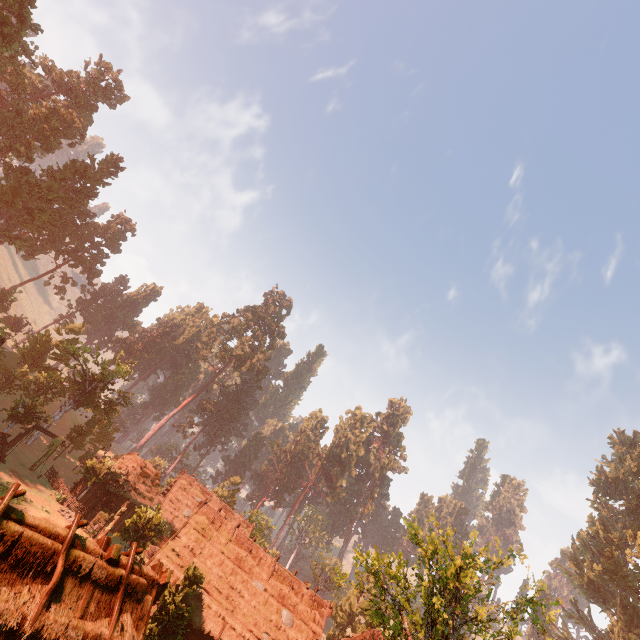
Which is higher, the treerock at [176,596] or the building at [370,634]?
the building at [370,634]

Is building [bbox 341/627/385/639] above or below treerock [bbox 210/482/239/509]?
below

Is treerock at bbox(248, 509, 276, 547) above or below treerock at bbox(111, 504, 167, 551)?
above

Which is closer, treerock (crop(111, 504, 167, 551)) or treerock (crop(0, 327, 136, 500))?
treerock (crop(111, 504, 167, 551))

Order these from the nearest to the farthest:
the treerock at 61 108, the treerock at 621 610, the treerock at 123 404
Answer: the treerock at 123 404, the treerock at 61 108, the treerock at 621 610

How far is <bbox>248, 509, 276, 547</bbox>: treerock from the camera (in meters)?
46.38

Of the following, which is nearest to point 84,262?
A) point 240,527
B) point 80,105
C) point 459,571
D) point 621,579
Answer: point 80,105
